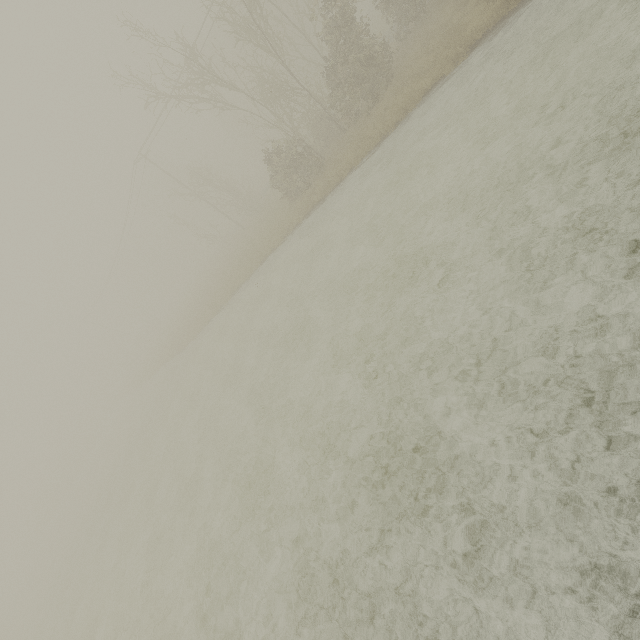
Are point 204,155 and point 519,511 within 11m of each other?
no
